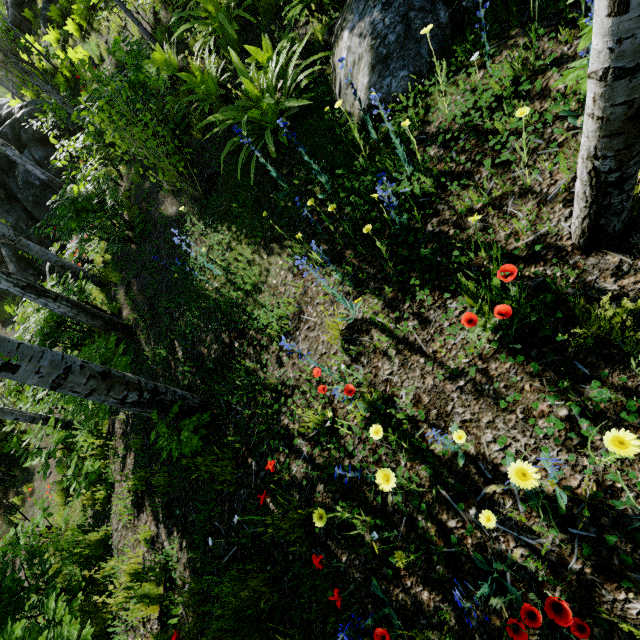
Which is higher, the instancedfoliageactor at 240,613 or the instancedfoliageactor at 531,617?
the instancedfoliageactor at 531,617

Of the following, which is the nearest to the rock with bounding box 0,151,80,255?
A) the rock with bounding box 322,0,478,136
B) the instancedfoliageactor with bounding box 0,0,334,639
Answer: the instancedfoliageactor with bounding box 0,0,334,639

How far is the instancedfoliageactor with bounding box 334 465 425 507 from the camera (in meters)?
1.42

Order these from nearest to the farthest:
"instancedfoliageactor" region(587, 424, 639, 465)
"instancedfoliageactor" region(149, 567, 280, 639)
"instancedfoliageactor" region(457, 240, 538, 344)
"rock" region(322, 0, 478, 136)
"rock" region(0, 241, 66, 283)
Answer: "instancedfoliageactor" region(587, 424, 639, 465) < "instancedfoliageactor" region(457, 240, 538, 344) < "instancedfoliageactor" region(149, 567, 280, 639) < "rock" region(322, 0, 478, 136) < "rock" region(0, 241, 66, 283)

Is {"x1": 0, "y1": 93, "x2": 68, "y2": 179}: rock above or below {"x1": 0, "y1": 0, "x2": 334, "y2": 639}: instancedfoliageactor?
above

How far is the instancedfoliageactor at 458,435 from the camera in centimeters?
156cm

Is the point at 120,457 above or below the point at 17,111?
below

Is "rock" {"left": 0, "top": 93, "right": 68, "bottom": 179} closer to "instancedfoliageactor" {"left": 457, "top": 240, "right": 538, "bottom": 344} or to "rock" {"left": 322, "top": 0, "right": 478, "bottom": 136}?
"instancedfoliageactor" {"left": 457, "top": 240, "right": 538, "bottom": 344}
